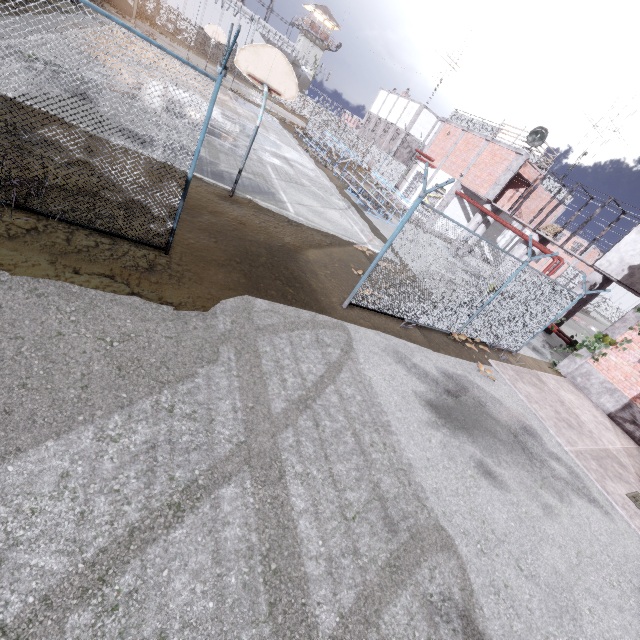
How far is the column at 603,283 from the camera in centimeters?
A: 1631cm

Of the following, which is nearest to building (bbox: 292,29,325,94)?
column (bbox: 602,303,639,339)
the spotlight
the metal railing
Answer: the metal railing

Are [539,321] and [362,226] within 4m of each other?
no

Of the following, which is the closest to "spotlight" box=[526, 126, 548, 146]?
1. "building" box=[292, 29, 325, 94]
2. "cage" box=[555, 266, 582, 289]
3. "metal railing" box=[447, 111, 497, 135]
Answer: "cage" box=[555, 266, 582, 289]

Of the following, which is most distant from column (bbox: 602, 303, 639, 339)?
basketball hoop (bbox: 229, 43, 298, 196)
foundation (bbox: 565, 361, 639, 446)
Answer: basketball hoop (bbox: 229, 43, 298, 196)

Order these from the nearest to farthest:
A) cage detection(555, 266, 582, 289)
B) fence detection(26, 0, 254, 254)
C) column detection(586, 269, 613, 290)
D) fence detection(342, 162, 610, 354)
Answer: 1. fence detection(26, 0, 254, 254)
2. fence detection(342, 162, 610, 354)
3. column detection(586, 269, 613, 290)
4. cage detection(555, 266, 582, 289)

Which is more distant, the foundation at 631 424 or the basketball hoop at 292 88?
the foundation at 631 424

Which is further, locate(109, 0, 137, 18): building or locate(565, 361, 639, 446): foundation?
locate(109, 0, 137, 18): building
